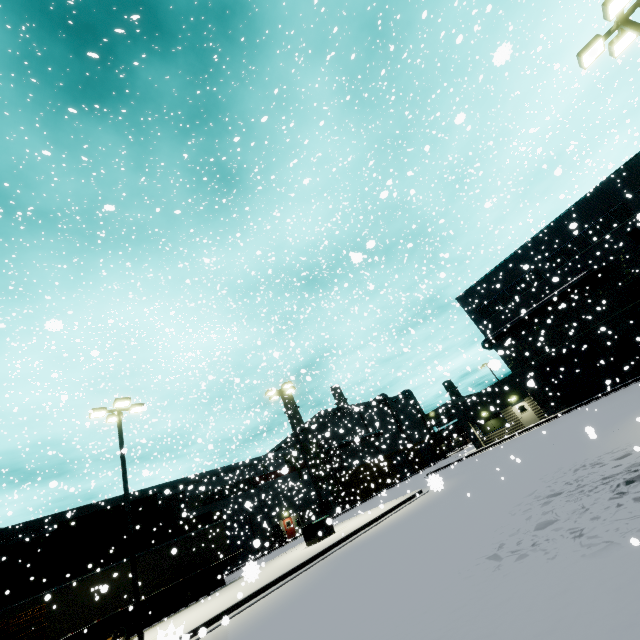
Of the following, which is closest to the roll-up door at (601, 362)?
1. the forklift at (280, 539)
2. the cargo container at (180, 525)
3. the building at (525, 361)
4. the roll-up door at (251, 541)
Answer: the building at (525, 361)

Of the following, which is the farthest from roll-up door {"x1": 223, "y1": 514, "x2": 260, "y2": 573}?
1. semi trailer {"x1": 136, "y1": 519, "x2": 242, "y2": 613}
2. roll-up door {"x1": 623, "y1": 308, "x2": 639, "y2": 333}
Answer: roll-up door {"x1": 623, "y1": 308, "x2": 639, "y2": 333}

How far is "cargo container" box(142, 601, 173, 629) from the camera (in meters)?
21.23

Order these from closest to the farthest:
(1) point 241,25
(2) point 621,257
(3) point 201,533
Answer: (1) point 241,25 < (3) point 201,533 < (2) point 621,257

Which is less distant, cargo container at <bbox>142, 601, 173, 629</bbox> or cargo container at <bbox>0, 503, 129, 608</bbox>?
cargo container at <bbox>0, 503, 129, 608</bbox>

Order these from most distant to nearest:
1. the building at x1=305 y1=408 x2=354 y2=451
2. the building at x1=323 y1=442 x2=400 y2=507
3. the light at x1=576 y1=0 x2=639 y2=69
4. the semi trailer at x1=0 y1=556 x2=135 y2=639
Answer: the building at x1=323 y1=442 x2=400 y2=507 → the building at x1=305 y1=408 x2=354 y2=451 → the semi trailer at x1=0 y1=556 x2=135 y2=639 → the light at x1=576 y1=0 x2=639 y2=69

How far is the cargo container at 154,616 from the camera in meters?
21.2

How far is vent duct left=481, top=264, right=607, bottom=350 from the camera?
28.02m
